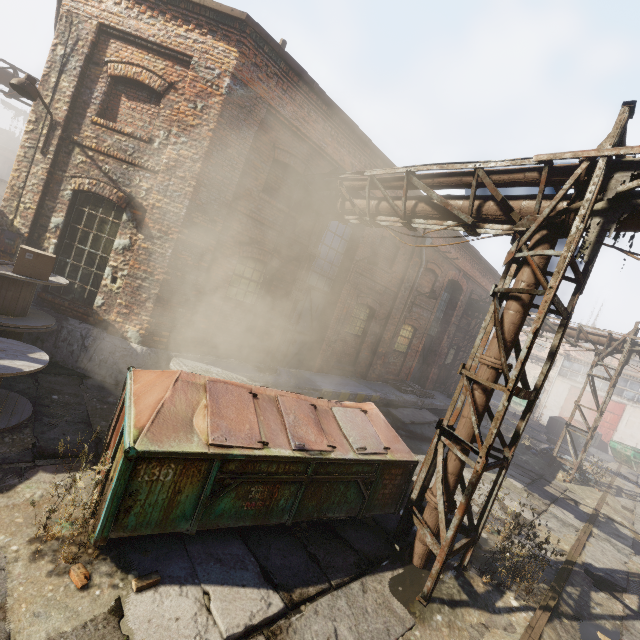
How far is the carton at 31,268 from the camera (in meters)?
5.82

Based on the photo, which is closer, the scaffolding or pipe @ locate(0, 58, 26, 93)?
the scaffolding

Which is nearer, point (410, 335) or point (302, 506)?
point (302, 506)

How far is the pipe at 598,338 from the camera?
13.5 meters

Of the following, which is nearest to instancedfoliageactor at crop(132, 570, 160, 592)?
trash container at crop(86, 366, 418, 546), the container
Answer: trash container at crop(86, 366, 418, 546)

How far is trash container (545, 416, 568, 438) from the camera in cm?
2439

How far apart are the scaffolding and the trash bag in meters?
12.2 m

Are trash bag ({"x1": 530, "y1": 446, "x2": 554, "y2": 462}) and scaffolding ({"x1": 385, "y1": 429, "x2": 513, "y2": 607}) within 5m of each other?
no
